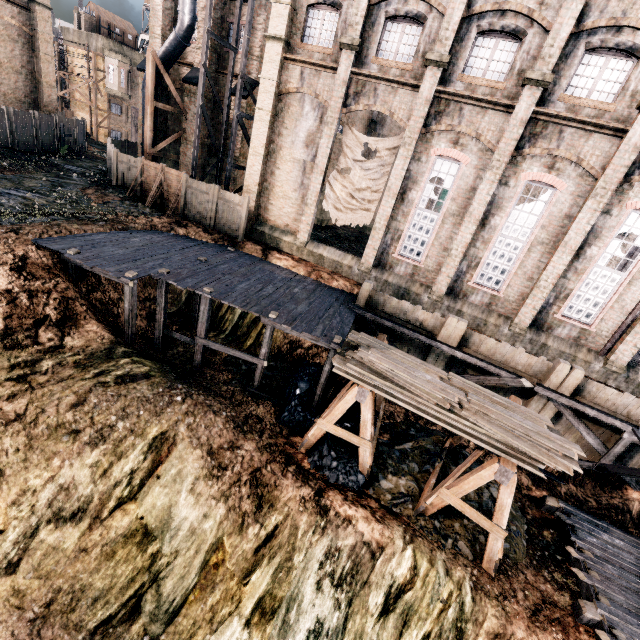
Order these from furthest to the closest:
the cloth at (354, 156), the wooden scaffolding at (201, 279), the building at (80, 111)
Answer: the building at (80, 111) < the cloth at (354, 156) < the wooden scaffolding at (201, 279)

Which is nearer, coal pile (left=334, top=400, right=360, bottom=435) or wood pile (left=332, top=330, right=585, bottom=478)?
wood pile (left=332, top=330, right=585, bottom=478)

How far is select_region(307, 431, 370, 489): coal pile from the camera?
12.1 meters

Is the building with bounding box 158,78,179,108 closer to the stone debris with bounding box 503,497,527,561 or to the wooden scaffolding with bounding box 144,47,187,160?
the wooden scaffolding with bounding box 144,47,187,160

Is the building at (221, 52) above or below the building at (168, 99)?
above

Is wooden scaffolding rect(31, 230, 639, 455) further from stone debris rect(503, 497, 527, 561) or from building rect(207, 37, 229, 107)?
building rect(207, 37, 229, 107)

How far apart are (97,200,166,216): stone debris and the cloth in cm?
1070

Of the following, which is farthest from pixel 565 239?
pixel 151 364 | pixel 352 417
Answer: pixel 151 364
